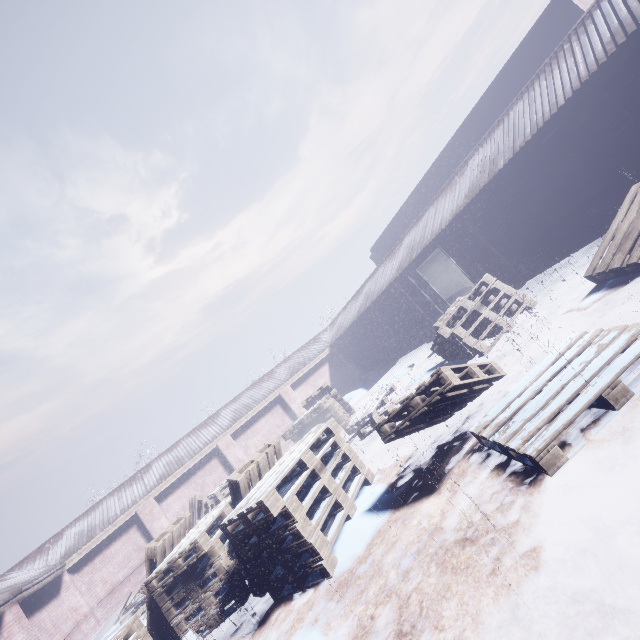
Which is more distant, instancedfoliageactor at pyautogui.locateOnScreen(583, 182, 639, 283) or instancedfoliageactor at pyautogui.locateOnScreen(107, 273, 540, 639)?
instancedfoliageactor at pyautogui.locateOnScreen(583, 182, 639, 283)

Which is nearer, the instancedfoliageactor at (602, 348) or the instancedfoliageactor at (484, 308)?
the instancedfoliageactor at (602, 348)

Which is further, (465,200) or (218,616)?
(465,200)

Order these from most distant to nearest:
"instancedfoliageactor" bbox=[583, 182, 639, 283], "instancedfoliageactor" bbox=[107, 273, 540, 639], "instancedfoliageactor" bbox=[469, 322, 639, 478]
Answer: "instancedfoliageactor" bbox=[583, 182, 639, 283] < "instancedfoliageactor" bbox=[107, 273, 540, 639] < "instancedfoliageactor" bbox=[469, 322, 639, 478]

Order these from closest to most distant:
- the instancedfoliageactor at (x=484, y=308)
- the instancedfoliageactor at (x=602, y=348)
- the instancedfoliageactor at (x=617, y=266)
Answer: the instancedfoliageactor at (x=602, y=348) → the instancedfoliageactor at (x=484, y=308) → the instancedfoliageactor at (x=617, y=266)

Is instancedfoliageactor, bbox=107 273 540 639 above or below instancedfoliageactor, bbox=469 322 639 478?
above
